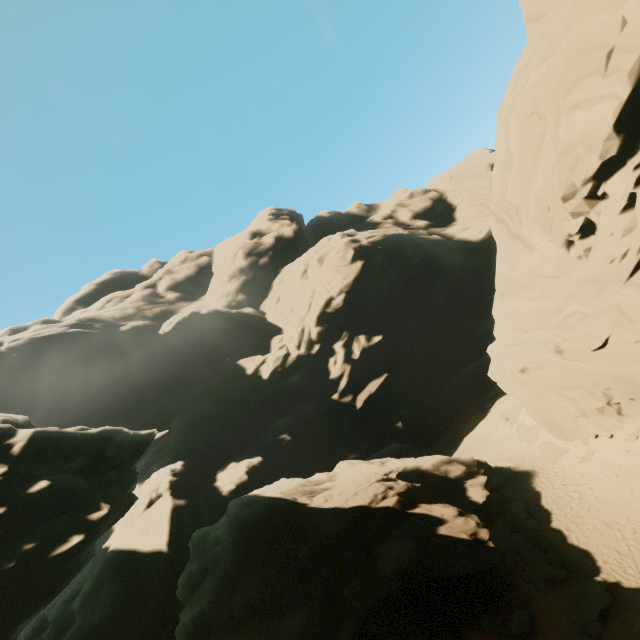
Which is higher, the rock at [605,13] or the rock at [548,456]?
the rock at [605,13]

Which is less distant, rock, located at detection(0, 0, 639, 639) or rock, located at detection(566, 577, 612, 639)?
rock, located at detection(566, 577, 612, 639)

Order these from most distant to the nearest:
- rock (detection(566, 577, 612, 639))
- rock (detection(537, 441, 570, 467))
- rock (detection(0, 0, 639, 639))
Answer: rock (detection(537, 441, 570, 467)) < rock (detection(0, 0, 639, 639)) < rock (detection(566, 577, 612, 639))

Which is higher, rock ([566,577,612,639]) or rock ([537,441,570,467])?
rock ([537,441,570,467])

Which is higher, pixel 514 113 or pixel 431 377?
pixel 514 113

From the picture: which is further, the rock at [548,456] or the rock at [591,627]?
the rock at [548,456]

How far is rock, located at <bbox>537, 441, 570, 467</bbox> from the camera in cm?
2192
